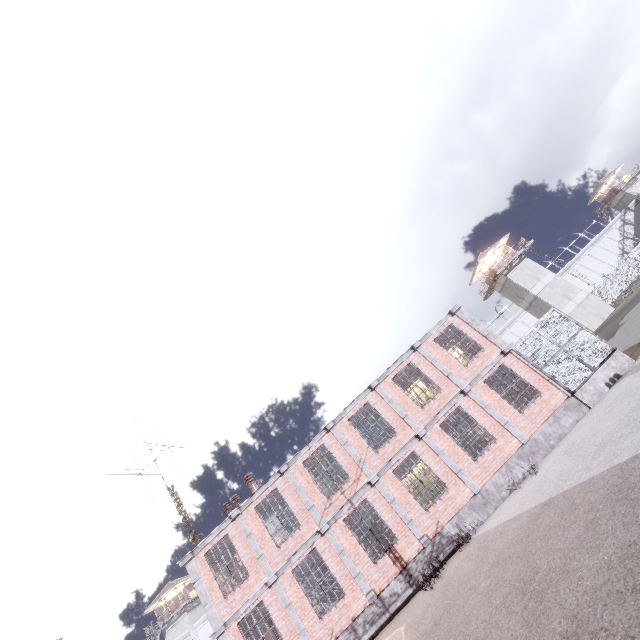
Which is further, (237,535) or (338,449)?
(338,449)

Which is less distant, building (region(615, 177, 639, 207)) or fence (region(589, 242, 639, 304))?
fence (region(589, 242, 639, 304))

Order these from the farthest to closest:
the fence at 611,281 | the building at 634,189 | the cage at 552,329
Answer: the building at 634,189 → the fence at 611,281 → the cage at 552,329

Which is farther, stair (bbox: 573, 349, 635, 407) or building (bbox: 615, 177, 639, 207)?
building (bbox: 615, 177, 639, 207)

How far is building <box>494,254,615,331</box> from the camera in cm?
3731

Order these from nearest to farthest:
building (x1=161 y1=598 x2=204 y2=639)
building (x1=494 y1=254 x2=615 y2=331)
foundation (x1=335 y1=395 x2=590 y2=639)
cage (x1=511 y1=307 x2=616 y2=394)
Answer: foundation (x1=335 y1=395 x2=590 y2=639) < cage (x1=511 y1=307 x2=616 y2=394) < building (x1=494 y1=254 x2=615 y2=331) < building (x1=161 y1=598 x2=204 y2=639)

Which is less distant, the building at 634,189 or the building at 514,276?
the building at 514,276

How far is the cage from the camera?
14.4m
